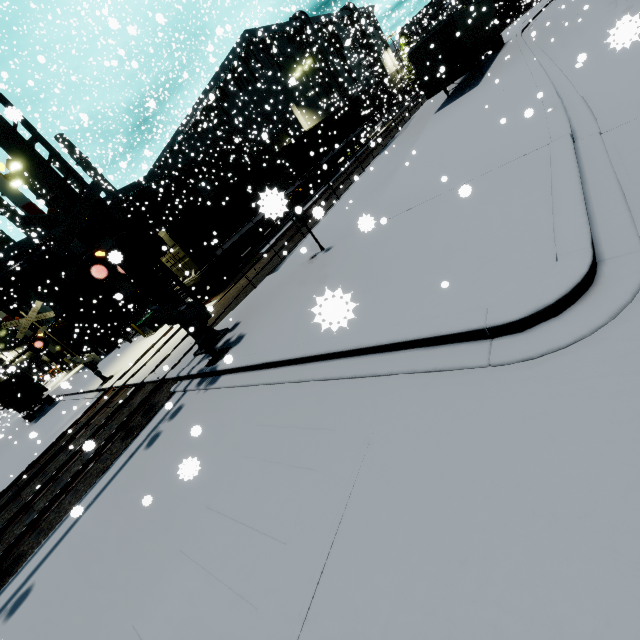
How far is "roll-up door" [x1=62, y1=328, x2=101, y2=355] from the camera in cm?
2995

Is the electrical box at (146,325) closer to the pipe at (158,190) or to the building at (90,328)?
the building at (90,328)

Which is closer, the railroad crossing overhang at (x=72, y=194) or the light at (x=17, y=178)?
the railroad crossing overhang at (x=72, y=194)

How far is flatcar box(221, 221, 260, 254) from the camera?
18.4 meters

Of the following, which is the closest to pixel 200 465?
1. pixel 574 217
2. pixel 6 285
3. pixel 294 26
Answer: pixel 574 217

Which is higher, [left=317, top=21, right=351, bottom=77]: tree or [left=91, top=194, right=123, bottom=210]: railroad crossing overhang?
[left=317, top=21, right=351, bottom=77]: tree

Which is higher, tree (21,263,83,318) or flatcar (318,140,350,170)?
tree (21,263,83,318)

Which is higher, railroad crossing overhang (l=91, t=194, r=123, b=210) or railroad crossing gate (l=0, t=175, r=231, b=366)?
railroad crossing overhang (l=91, t=194, r=123, b=210)
